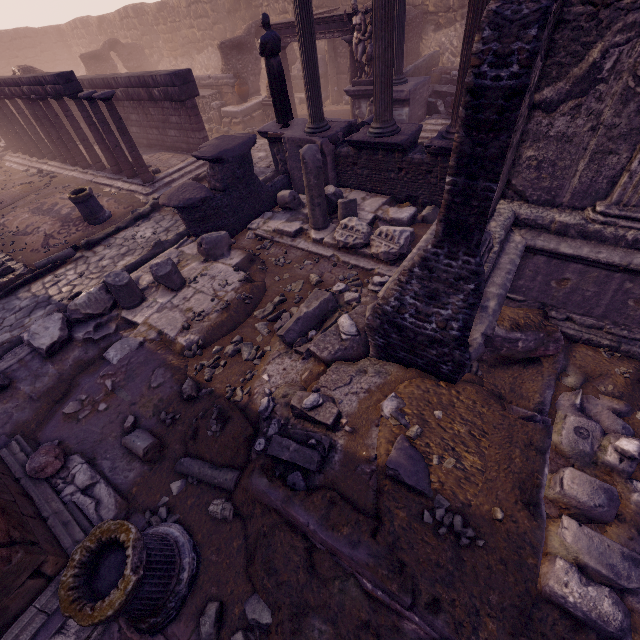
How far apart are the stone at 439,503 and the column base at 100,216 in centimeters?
1147cm

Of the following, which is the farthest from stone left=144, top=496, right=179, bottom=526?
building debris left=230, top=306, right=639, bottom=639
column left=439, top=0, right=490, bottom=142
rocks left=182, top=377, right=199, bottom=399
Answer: column left=439, top=0, right=490, bottom=142

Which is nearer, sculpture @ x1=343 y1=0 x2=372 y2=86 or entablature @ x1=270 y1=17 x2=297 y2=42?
sculpture @ x1=343 y1=0 x2=372 y2=86

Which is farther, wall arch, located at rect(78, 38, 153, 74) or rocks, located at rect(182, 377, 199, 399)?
wall arch, located at rect(78, 38, 153, 74)

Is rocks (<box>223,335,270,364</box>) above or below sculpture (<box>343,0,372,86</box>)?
below

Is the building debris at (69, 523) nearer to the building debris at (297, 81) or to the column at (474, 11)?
the column at (474, 11)

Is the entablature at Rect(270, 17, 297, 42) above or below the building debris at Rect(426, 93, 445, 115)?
above

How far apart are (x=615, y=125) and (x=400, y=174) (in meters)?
4.83
